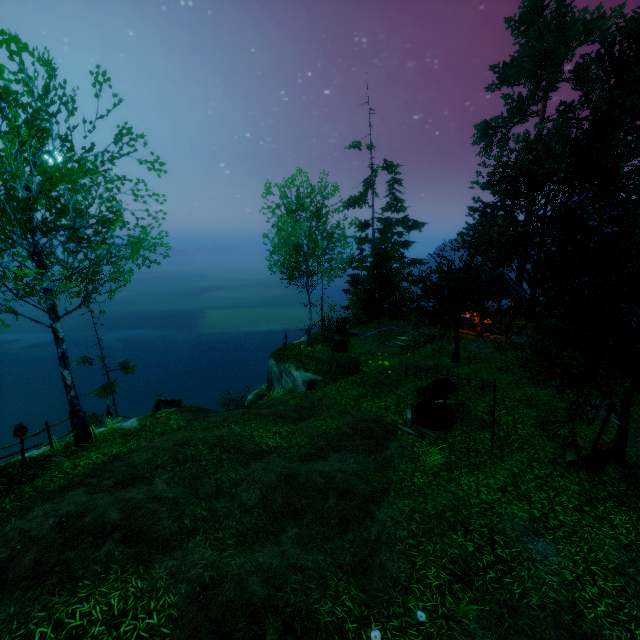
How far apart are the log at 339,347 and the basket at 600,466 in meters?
12.3 m

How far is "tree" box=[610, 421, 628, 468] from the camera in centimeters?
1036cm

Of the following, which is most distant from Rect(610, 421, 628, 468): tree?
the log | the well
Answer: the log

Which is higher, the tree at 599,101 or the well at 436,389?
the tree at 599,101

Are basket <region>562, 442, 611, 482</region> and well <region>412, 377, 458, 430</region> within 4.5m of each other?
yes

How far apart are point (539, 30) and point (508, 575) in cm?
3489

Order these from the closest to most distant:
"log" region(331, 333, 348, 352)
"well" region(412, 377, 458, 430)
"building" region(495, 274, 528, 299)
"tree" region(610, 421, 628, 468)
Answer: "tree" region(610, 421, 628, 468) → "well" region(412, 377, 458, 430) → "log" region(331, 333, 348, 352) → "building" region(495, 274, 528, 299)

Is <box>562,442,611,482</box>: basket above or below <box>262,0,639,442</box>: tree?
below
